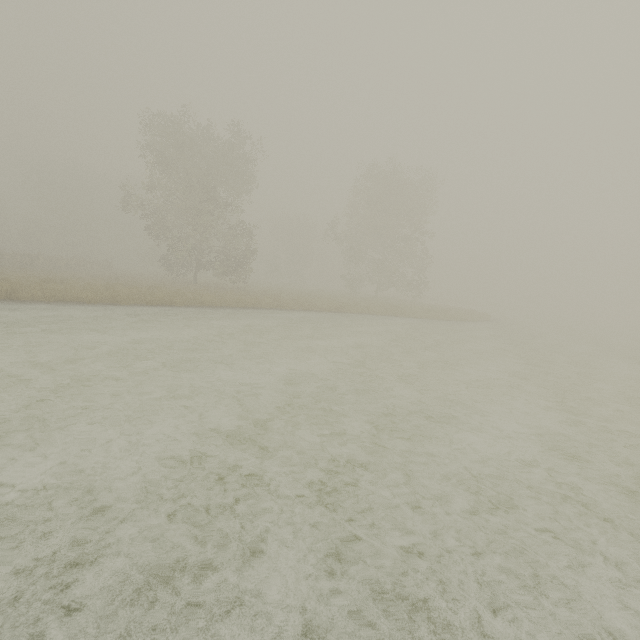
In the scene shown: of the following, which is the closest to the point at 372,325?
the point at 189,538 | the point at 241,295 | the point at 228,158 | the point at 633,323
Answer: the point at 241,295
